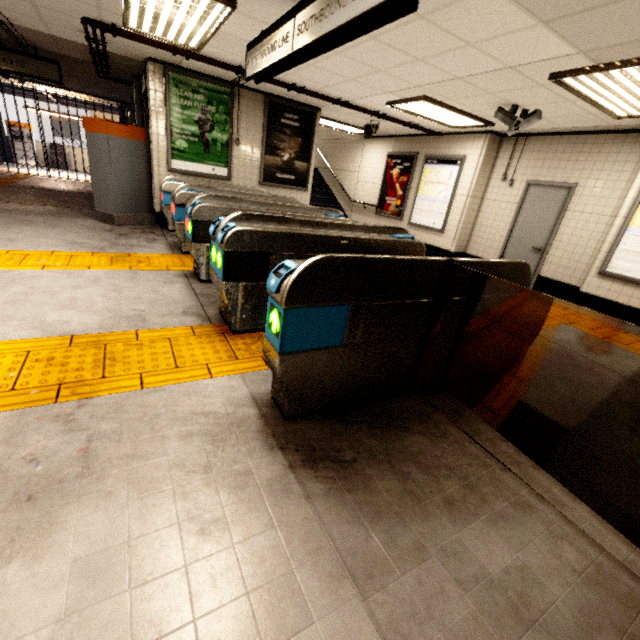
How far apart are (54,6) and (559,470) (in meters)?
7.45

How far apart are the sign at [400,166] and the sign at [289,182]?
2.9m

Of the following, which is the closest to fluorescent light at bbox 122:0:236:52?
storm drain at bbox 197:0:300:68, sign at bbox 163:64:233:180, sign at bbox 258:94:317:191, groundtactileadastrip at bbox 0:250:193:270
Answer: storm drain at bbox 197:0:300:68

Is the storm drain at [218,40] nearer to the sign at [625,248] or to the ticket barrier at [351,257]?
the sign at [625,248]

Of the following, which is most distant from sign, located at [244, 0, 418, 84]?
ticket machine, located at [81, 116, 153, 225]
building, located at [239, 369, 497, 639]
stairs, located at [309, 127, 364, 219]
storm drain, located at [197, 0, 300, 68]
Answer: stairs, located at [309, 127, 364, 219]

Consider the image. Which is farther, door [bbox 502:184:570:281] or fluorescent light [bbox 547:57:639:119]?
door [bbox 502:184:570:281]

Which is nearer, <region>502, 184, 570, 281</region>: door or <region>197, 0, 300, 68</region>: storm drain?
<region>197, 0, 300, 68</region>: storm drain

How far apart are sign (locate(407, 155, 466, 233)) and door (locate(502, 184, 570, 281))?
1.5 meters
